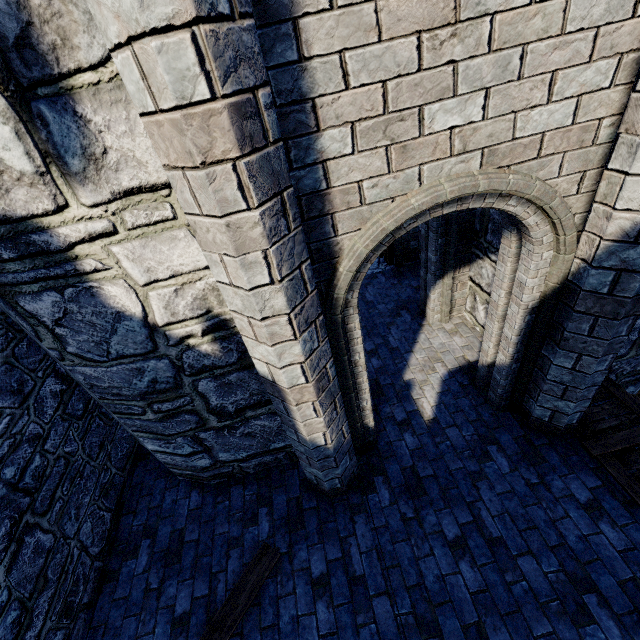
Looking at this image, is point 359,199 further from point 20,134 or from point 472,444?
point 472,444

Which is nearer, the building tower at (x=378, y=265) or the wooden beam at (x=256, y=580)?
the wooden beam at (x=256, y=580)

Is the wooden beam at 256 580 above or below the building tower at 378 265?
above

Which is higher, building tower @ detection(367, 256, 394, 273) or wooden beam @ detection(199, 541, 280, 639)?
wooden beam @ detection(199, 541, 280, 639)

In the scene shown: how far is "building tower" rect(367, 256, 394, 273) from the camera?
7.7m

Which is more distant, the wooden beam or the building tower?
the building tower
